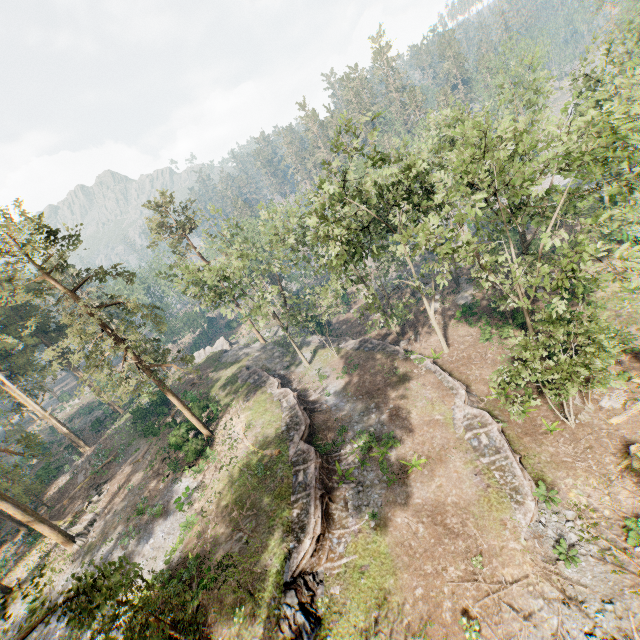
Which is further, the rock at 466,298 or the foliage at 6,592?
the rock at 466,298

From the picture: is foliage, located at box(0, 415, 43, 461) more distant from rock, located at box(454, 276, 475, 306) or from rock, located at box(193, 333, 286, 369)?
rock, located at box(454, 276, 475, 306)

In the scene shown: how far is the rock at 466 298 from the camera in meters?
37.7 m

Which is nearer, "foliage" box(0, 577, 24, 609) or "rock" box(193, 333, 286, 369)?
"foliage" box(0, 577, 24, 609)

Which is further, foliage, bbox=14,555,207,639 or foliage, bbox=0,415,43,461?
foliage, bbox=0,415,43,461

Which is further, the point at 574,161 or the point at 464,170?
the point at 464,170

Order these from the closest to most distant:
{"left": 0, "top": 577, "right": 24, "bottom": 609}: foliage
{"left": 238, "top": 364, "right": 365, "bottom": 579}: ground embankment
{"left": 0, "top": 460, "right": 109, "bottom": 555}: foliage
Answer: {"left": 0, "top": 577, "right": 24, "bottom": 609}: foliage → {"left": 238, "top": 364, "right": 365, "bottom": 579}: ground embankment → {"left": 0, "top": 460, "right": 109, "bottom": 555}: foliage

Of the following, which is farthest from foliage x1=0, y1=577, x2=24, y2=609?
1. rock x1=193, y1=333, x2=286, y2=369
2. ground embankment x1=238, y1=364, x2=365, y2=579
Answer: ground embankment x1=238, y1=364, x2=365, y2=579
